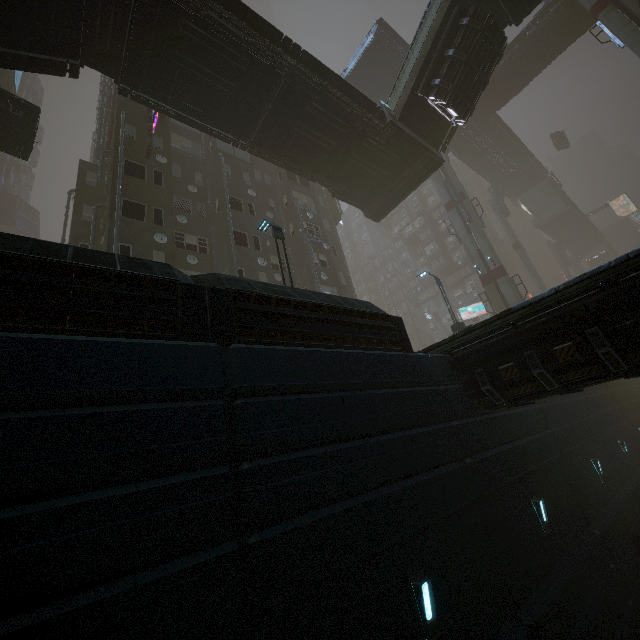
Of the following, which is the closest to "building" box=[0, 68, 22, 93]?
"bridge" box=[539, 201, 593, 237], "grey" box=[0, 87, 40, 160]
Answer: "grey" box=[0, 87, 40, 160]

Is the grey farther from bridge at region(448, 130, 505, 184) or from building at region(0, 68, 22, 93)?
bridge at region(448, 130, 505, 184)

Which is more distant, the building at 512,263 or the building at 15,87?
the building at 512,263

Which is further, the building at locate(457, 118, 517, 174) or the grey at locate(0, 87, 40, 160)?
the building at locate(457, 118, 517, 174)

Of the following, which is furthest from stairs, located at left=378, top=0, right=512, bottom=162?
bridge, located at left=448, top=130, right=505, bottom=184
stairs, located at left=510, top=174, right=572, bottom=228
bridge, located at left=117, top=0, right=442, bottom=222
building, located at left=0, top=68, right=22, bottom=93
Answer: stairs, located at left=510, top=174, right=572, bottom=228

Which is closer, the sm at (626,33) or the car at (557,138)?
the sm at (626,33)

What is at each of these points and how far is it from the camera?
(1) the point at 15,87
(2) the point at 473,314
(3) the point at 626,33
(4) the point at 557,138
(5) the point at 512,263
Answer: (1) building, 34.41m
(2) sign, 40.88m
(3) sm, 23.20m
(4) car, 49.66m
(5) building, 59.78m

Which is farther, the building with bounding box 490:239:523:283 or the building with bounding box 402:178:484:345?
the building with bounding box 490:239:523:283
